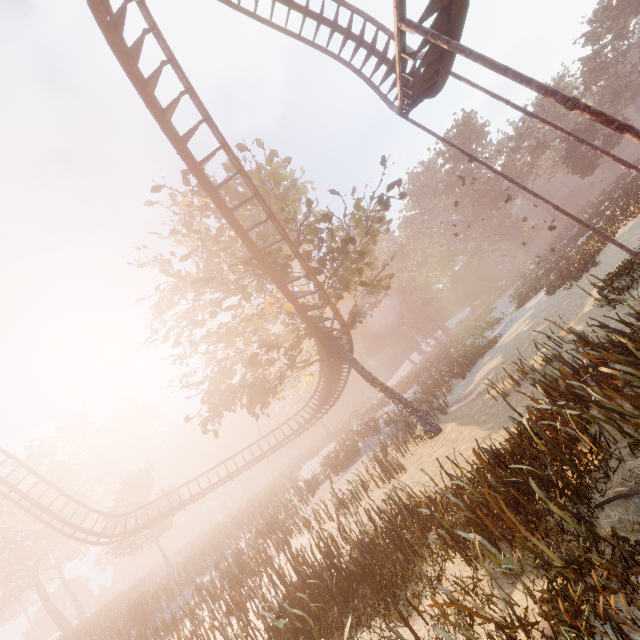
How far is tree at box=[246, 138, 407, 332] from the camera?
14.57m

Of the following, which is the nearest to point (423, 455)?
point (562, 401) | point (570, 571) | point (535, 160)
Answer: point (562, 401)

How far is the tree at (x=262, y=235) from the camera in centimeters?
1353cm

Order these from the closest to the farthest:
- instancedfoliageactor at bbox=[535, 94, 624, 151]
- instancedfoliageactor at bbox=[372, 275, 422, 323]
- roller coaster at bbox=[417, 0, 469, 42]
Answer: roller coaster at bbox=[417, 0, 469, 42], instancedfoliageactor at bbox=[535, 94, 624, 151], instancedfoliageactor at bbox=[372, 275, 422, 323]

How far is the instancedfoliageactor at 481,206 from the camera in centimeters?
2014cm

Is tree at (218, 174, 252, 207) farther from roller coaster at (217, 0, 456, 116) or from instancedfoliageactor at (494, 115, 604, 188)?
instancedfoliageactor at (494, 115, 604, 188)

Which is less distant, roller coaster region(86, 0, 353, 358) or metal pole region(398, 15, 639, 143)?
metal pole region(398, 15, 639, 143)
